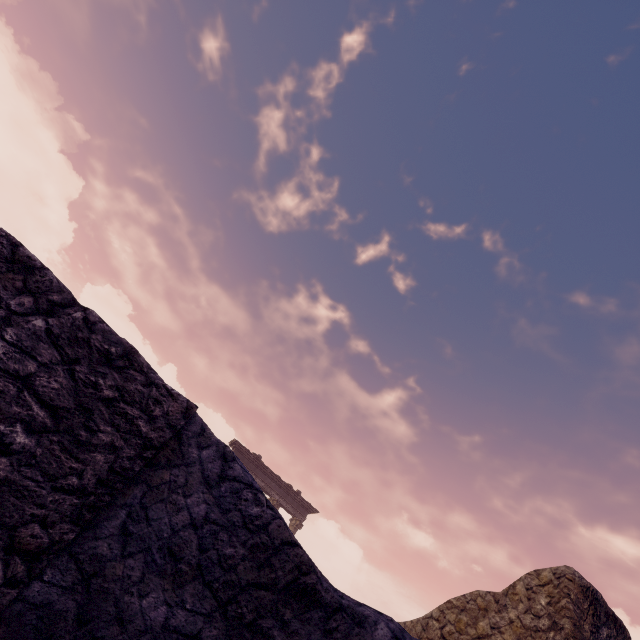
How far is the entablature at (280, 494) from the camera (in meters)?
18.38

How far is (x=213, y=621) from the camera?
1.1 meters

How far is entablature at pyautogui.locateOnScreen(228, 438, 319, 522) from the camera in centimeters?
1838cm
